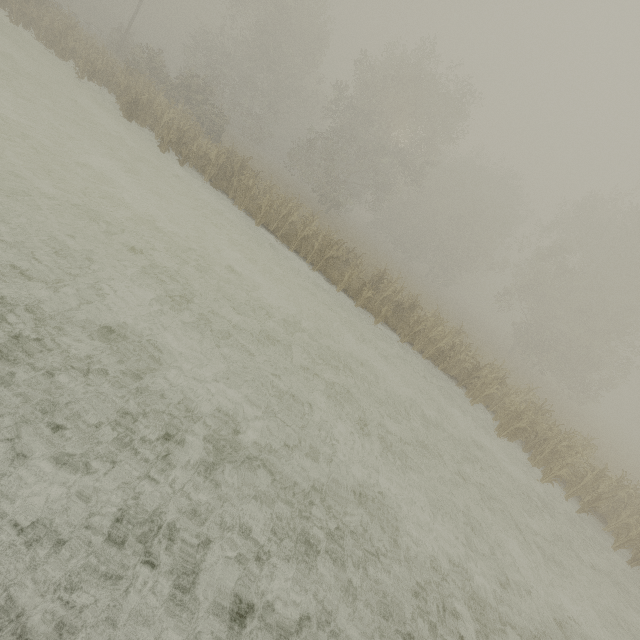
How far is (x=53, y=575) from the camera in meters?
2.9 m
